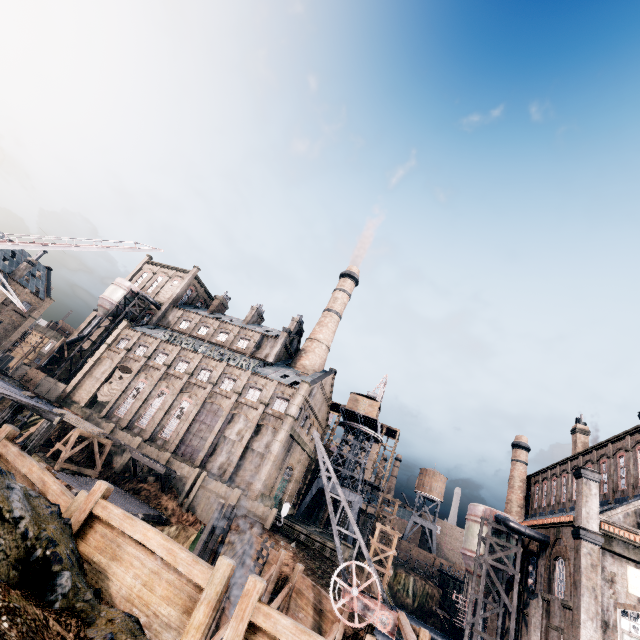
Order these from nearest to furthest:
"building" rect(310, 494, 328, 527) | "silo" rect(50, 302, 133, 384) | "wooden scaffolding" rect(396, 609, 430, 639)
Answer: "wooden scaffolding" rect(396, 609, 430, 639)
"silo" rect(50, 302, 133, 384)
"building" rect(310, 494, 328, 527)

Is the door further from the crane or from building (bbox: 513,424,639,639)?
the crane

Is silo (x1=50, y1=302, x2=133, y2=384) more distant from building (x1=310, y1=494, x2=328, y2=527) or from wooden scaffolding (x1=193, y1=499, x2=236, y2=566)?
wooden scaffolding (x1=193, y1=499, x2=236, y2=566)

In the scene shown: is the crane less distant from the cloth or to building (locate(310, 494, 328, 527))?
building (locate(310, 494, 328, 527))

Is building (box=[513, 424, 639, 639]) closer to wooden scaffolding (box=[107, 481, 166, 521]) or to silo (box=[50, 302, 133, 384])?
silo (box=[50, 302, 133, 384])

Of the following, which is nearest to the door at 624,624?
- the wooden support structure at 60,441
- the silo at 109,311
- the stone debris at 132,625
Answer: the stone debris at 132,625

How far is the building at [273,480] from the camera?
41.2m

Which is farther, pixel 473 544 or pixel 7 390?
pixel 473 544
